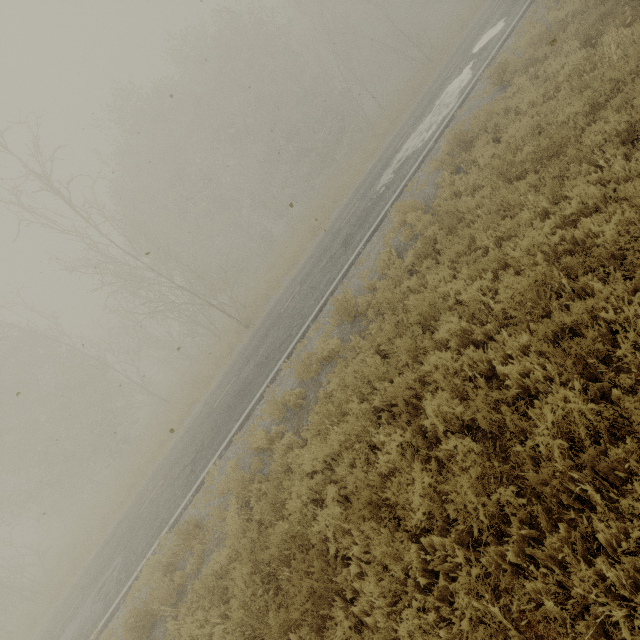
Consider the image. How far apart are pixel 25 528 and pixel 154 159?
35.58m
